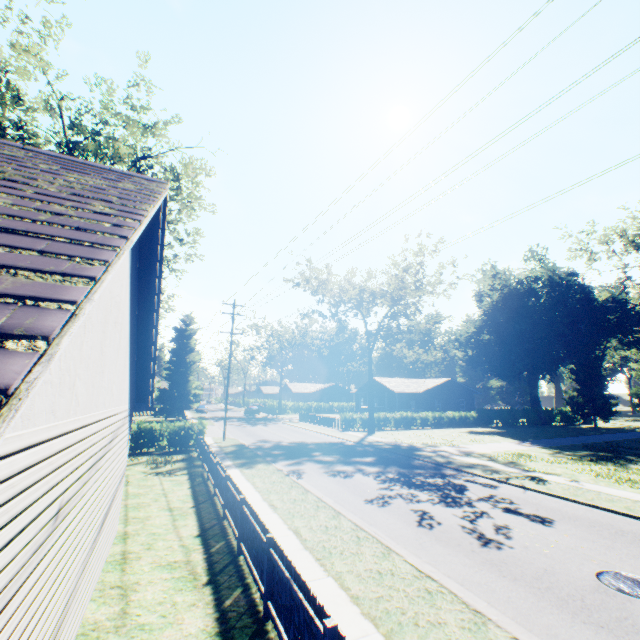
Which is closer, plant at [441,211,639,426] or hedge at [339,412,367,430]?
hedge at [339,412,367,430]

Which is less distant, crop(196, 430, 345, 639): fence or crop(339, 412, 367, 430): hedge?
crop(196, 430, 345, 639): fence

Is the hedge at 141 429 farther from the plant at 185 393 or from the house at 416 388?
the house at 416 388

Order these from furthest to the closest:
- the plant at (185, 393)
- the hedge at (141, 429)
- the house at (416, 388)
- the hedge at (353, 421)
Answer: the house at (416, 388) → the plant at (185, 393) → the hedge at (353, 421) → the hedge at (141, 429)

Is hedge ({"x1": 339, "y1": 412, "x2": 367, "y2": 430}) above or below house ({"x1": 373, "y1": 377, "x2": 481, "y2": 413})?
below

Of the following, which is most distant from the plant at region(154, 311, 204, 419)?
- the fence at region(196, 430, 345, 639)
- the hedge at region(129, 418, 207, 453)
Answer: the fence at region(196, 430, 345, 639)

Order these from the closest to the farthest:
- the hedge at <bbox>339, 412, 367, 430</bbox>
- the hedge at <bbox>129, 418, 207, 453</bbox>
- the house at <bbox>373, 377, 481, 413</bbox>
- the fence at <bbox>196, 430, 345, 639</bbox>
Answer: the fence at <bbox>196, 430, 345, 639</bbox> < the hedge at <bbox>129, 418, 207, 453</bbox> < the hedge at <bbox>339, 412, 367, 430</bbox> < the house at <bbox>373, 377, 481, 413</bbox>

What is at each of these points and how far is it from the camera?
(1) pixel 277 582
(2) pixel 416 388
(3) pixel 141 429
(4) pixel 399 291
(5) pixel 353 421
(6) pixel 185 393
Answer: (1) fence, 5.34m
(2) house, 48.16m
(3) hedge, 21.23m
(4) tree, 35.88m
(5) hedge, 36.06m
(6) plant, 47.00m
